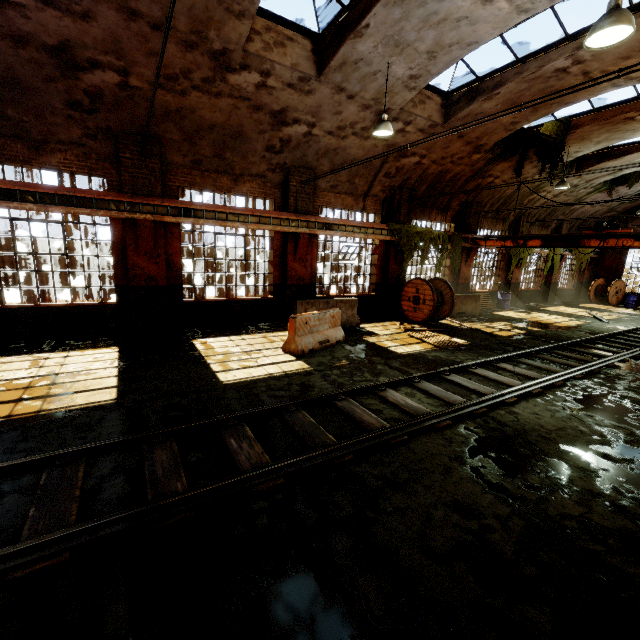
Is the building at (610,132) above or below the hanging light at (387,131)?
above

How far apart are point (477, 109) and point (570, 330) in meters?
9.6

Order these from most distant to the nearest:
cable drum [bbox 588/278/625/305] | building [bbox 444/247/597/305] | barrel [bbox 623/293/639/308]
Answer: cable drum [bbox 588/278/625/305] < barrel [bbox 623/293/639/308] < building [bbox 444/247/597/305]

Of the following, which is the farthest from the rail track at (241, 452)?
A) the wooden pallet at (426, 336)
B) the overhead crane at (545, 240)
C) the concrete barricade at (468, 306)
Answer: the concrete barricade at (468, 306)

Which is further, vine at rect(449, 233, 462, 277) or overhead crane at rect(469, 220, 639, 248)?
vine at rect(449, 233, 462, 277)

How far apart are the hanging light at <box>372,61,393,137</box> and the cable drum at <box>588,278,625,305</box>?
23.4m

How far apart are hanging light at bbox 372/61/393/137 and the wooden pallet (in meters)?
6.03

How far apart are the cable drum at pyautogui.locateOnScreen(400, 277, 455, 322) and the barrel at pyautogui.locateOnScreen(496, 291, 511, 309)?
6.9 meters
